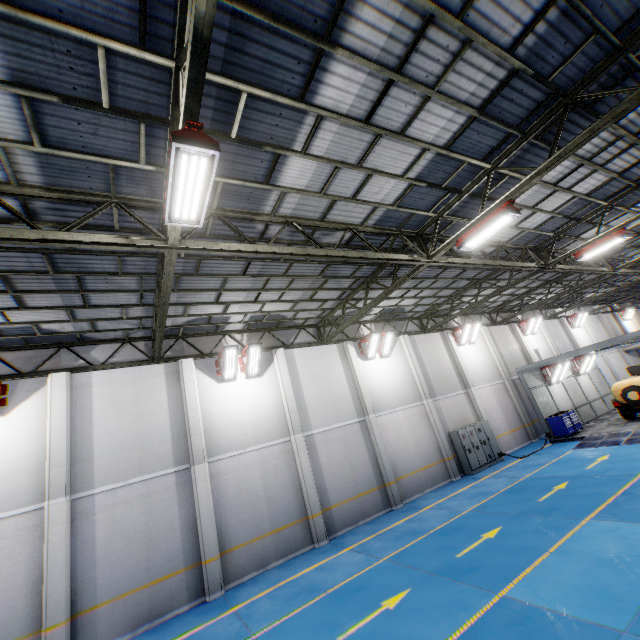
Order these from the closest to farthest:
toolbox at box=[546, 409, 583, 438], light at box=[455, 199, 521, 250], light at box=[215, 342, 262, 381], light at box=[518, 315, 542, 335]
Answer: light at box=[455, 199, 521, 250], light at box=[215, 342, 262, 381], toolbox at box=[546, 409, 583, 438], light at box=[518, 315, 542, 335]

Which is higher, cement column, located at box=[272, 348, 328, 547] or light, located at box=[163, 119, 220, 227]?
light, located at box=[163, 119, 220, 227]

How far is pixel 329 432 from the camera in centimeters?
1449cm

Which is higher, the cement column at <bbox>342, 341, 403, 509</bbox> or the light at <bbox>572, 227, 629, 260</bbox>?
the light at <bbox>572, 227, 629, 260</bbox>

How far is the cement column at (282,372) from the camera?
12.4m

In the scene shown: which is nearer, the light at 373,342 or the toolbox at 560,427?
the light at 373,342

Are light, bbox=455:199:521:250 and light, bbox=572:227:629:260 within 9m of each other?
yes

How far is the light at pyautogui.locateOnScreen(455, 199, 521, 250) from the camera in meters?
8.1
